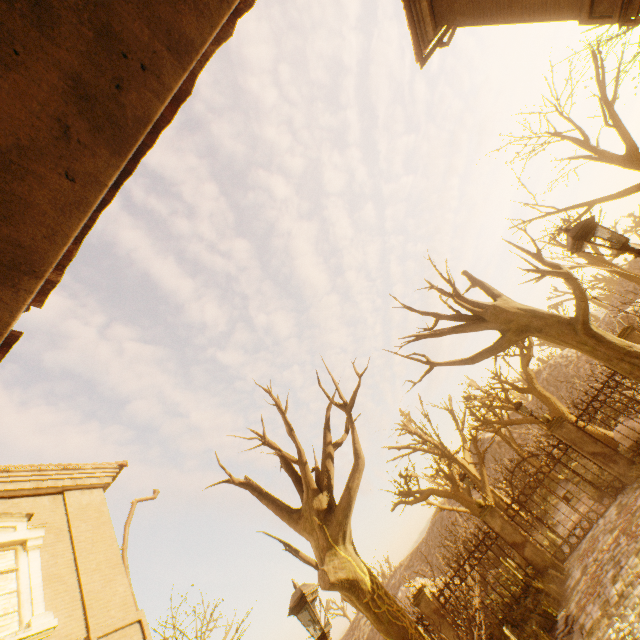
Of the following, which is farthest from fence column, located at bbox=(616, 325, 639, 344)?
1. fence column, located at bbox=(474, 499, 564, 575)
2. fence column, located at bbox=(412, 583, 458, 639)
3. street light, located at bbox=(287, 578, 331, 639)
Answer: street light, located at bbox=(287, 578, 331, 639)

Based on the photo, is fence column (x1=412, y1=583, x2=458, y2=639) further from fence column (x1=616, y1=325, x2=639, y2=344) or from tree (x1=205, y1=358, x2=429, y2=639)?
tree (x1=205, y1=358, x2=429, y2=639)

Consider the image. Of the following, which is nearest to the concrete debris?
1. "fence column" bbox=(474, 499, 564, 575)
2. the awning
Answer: "fence column" bbox=(474, 499, 564, 575)

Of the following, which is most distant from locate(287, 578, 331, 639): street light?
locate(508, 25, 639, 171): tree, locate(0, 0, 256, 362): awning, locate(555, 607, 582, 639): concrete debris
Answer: locate(508, 25, 639, 171): tree

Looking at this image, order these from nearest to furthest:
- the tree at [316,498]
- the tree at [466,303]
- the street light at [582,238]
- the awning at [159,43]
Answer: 1. the awning at [159,43]
2. the street light at [582,238]
3. the tree at [316,498]
4. the tree at [466,303]

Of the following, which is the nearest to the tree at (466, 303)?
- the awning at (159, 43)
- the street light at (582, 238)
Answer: the awning at (159, 43)

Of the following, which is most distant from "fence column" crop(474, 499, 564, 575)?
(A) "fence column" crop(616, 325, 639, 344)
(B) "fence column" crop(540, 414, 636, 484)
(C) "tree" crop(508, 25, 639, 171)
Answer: (C) "tree" crop(508, 25, 639, 171)

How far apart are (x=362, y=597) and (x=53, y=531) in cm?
853
